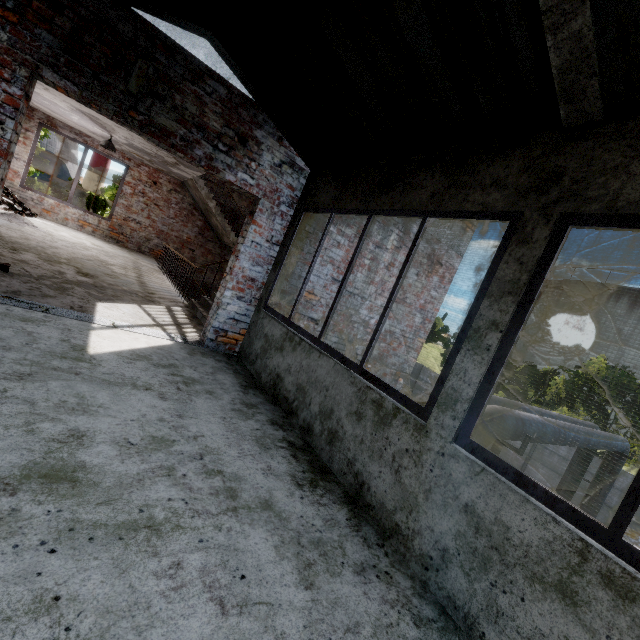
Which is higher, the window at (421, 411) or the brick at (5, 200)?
the window at (421, 411)

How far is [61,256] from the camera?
6.42m

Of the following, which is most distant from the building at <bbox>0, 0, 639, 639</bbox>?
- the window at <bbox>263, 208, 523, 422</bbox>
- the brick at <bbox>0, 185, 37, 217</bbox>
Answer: the brick at <bbox>0, 185, 37, 217</bbox>

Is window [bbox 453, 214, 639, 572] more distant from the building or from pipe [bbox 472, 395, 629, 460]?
pipe [bbox 472, 395, 629, 460]

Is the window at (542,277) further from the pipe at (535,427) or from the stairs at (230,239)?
the stairs at (230,239)

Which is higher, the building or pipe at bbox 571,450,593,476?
the building

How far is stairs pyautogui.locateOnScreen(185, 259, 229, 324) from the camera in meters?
6.0 m

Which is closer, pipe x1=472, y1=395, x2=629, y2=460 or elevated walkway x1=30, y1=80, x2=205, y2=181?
pipe x1=472, y1=395, x2=629, y2=460
